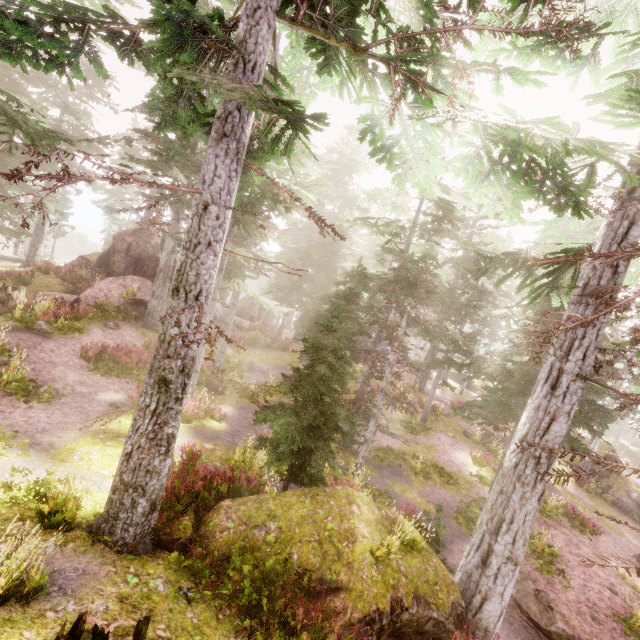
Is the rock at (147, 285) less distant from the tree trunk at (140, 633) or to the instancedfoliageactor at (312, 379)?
the instancedfoliageactor at (312, 379)

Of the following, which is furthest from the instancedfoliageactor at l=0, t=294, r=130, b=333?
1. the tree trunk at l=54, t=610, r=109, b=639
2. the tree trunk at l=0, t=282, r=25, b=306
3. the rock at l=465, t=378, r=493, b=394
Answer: the tree trunk at l=54, t=610, r=109, b=639

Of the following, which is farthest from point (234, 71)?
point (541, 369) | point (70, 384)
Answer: point (70, 384)

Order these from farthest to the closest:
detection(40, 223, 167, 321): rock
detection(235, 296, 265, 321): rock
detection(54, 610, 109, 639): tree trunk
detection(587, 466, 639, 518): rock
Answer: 1. detection(235, 296, 265, 321): rock
2. detection(587, 466, 639, 518): rock
3. detection(40, 223, 167, 321): rock
4. detection(54, 610, 109, 639): tree trunk

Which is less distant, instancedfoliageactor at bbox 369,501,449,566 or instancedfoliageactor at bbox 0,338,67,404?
instancedfoliageactor at bbox 369,501,449,566

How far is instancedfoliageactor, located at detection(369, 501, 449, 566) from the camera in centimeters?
678cm

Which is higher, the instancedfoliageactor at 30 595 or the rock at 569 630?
the instancedfoliageactor at 30 595

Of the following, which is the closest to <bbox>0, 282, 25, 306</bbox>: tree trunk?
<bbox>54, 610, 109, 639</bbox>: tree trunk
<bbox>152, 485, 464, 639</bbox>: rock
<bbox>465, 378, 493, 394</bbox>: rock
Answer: <bbox>152, 485, 464, 639</bbox>: rock
